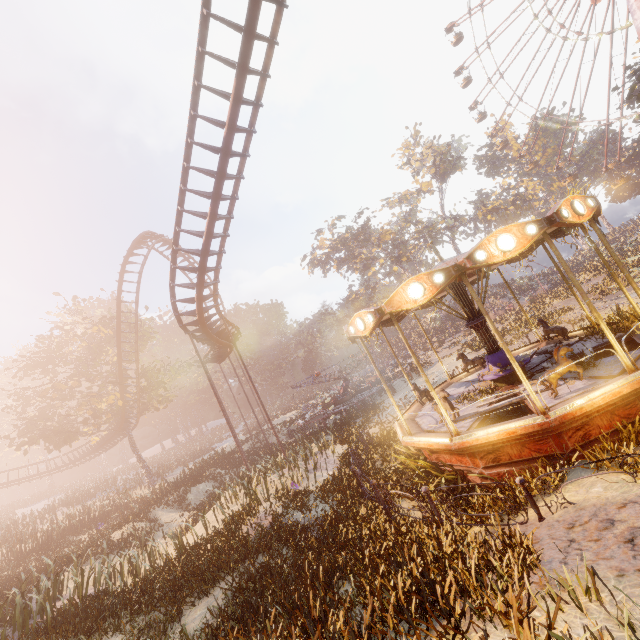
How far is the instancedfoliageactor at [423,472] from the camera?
8.34m

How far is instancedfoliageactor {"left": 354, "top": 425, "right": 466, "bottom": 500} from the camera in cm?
834

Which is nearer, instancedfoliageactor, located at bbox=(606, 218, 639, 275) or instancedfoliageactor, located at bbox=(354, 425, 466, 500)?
instancedfoliageactor, located at bbox=(354, 425, 466, 500)

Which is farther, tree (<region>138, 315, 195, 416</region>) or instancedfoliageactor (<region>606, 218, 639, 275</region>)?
tree (<region>138, 315, 195, 416</region>)

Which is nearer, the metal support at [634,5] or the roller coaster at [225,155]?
the roller coaster at [225,155]

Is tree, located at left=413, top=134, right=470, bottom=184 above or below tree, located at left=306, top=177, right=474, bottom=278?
above

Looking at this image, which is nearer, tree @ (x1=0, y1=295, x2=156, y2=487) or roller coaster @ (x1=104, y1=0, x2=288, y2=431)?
roller coaster @ (x1=104, y1=0, x2=288, y2=431)

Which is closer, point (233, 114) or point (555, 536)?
point (555, 536)
